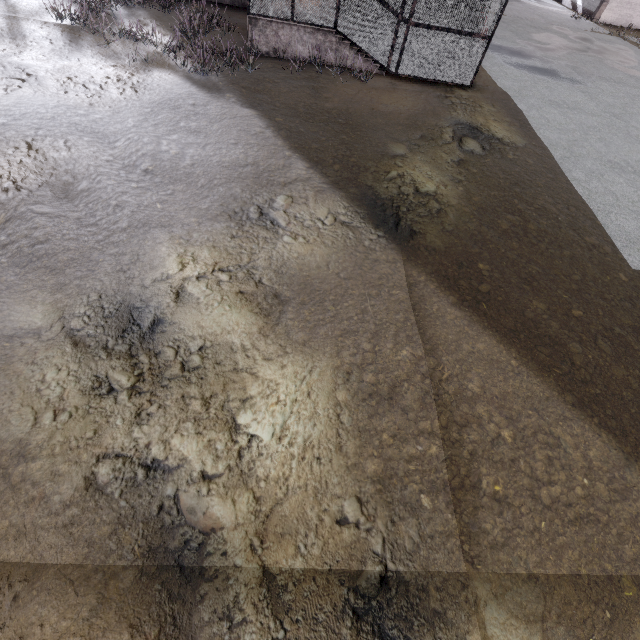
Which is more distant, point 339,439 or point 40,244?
point 40,244
